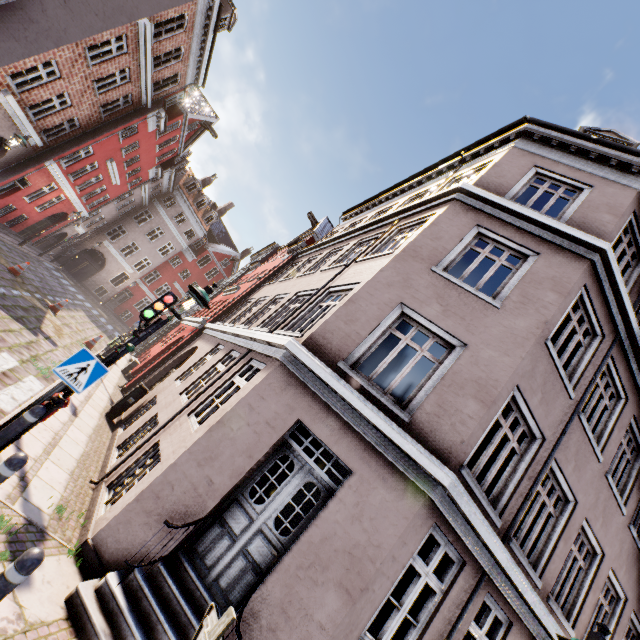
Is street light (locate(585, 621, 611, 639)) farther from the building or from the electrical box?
the electrical box

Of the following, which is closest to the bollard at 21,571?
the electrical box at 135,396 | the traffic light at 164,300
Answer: the traffic light at 164,300

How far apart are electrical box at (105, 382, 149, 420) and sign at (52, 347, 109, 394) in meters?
6.0

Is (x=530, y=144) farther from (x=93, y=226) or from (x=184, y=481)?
(x=93, y=226)

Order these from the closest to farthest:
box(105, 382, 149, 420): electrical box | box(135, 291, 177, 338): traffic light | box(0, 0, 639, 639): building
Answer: box(0, 0, 639, 639): building < box(135, 291, 177, 338): traffic light < box(105, 382, 149, 420): electrical box

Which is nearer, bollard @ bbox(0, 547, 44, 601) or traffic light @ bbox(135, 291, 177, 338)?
bollard @ bbox(0, 547, 44, 601)

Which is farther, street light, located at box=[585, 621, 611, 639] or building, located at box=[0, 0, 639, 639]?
building, located at box=[0, 0, 639, 639]

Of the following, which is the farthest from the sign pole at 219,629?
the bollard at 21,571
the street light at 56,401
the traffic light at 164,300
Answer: the traffic light at 164,300
